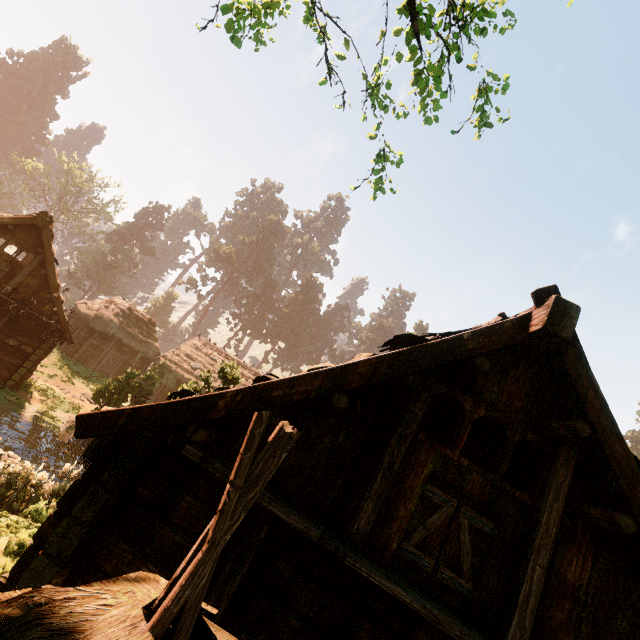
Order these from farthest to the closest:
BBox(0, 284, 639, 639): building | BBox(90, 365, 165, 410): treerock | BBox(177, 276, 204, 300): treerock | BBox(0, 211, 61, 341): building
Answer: BBox(177, 276, 204, 300): treerock
BBox(90, 365, 165, 410): treerock
BBox(0, 211, 61, 341): building
BBox(0, 284, 639, 639): building

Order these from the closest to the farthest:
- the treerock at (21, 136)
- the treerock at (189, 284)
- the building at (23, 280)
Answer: the building at (23, 280) < the treerock at (189, 284) < the treerock at (21, 136)

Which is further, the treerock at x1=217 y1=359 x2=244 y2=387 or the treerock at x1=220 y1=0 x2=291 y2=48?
the treerock at x1=217 y1=359 x2=244 y2=387

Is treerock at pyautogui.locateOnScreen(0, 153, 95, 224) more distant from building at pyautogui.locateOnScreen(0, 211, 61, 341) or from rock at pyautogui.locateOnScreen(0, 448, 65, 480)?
rock at pyautogui.locateOnScreen(0, 448, 65, 480)

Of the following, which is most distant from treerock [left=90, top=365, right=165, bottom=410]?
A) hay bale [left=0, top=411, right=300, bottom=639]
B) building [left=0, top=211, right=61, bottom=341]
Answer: hay bale [left=0, top=411, right=300, bottom=639]

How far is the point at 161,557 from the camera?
3.6m

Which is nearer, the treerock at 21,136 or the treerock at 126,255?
the treerock at 126,255

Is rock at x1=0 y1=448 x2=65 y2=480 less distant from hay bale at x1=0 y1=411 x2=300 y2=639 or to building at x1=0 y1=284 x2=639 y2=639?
building at x1=0 y1=284 x2=639 y2=639
